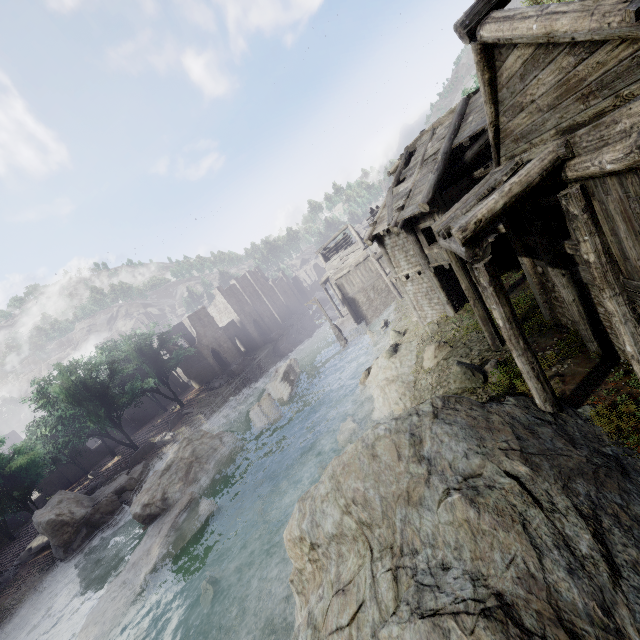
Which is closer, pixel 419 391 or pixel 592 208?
pixel 592 208

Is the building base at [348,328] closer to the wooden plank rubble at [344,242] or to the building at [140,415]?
the building at [140,415]

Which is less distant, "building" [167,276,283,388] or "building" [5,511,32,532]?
"building" [5,511,32,532]

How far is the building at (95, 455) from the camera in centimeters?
4122cm

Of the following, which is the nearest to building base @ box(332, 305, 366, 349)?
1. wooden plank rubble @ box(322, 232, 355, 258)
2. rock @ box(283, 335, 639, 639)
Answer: wooden plank rubble @ box(322, 232, 355, 258)

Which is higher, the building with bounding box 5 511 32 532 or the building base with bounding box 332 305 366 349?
the building with bounding box 5 511 32 532

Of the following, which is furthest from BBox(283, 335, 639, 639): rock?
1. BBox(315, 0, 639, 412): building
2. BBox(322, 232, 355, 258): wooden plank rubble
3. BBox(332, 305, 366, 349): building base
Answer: BBox(322, 232, 355, 258): wooden plank rubble

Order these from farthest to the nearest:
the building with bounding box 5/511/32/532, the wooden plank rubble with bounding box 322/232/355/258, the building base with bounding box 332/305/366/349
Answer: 1. the wooden plank rubble with bounding box 322/232/355/258
2. the building with bounding box 5/511/32/532
3. the building base with bounding box 332/305/366/349
